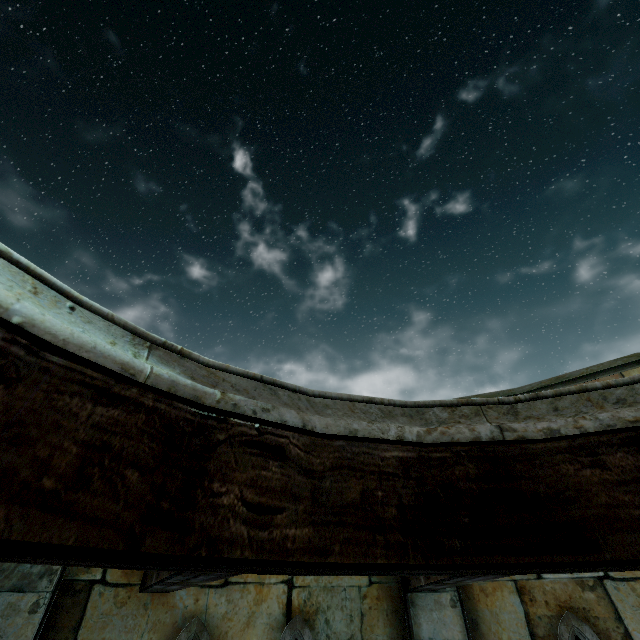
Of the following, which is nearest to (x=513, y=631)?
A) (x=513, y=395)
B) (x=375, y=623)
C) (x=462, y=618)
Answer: (x=462, y=618)
